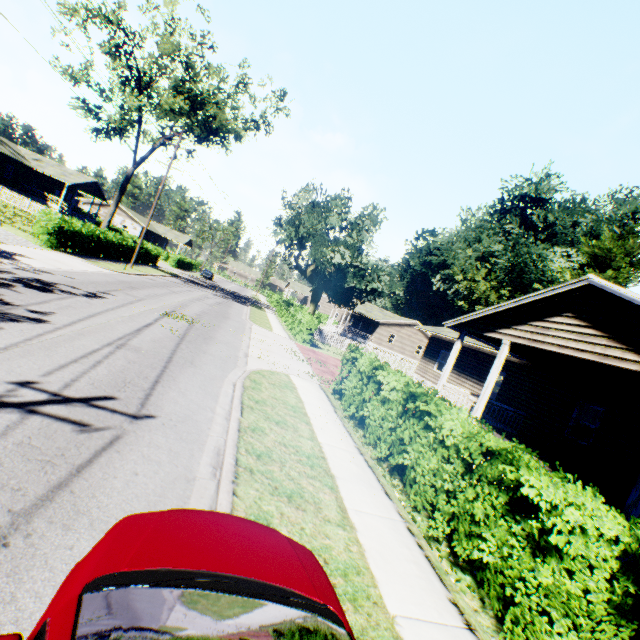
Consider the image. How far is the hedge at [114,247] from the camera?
18.9 meters

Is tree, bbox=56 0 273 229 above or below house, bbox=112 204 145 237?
above

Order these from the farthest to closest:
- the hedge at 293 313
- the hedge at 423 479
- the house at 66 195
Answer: the house at 66 195
the hedge at 293 313
the hedge at 423 479

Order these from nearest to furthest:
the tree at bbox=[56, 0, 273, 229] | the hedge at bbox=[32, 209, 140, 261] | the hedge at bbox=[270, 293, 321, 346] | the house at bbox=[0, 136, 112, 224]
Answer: the hedge at bbox=[32, 209, 140, 261] → the tree at bbox=[56, 0, 273, 229] → the hedge at bbox=[270, 293, 321, 346] → the house at bbox=[0, 136, 112, 224]

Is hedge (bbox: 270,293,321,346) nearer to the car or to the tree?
the tree

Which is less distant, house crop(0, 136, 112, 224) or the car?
the car

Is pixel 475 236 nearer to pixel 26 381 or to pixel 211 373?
pixel 211 373

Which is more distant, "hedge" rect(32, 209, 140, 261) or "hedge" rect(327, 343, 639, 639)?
"hedge" rect(32, 209, 140, 261)
